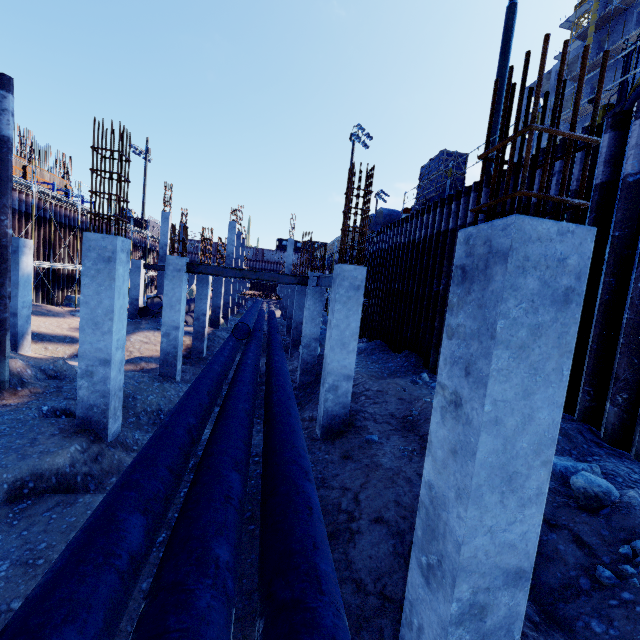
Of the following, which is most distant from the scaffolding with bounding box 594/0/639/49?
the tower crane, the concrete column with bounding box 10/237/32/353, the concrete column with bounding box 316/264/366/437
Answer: the concrete column with bounding box 10/237/32/353

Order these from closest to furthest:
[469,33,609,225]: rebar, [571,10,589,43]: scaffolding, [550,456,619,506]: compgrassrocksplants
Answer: [469,33,609,225]: rebar
[550,456,619,506]: compgrassrocksplants
[571,10,589,43]: scaffolding

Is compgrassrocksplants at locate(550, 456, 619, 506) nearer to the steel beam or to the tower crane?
the steel beam

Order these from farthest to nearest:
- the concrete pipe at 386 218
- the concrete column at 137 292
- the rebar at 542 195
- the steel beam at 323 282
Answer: the concrete column at 137 292, the concrete pipe at 386 218, the steel beam at 323 282, the rebar at 542 195

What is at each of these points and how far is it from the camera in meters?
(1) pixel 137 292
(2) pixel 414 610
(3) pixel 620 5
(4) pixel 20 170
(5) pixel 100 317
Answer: (1) concrete column, 20.2
(2) concrete column, 2.7
(3) scaffolding, 28.0
(4) rebar, 23.8
(5) concrete column, 6.3

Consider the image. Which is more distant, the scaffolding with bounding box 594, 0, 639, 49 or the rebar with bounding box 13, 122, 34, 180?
the scaffolding with bounding box 594, 0, 639, 49

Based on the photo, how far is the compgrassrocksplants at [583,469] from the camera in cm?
371

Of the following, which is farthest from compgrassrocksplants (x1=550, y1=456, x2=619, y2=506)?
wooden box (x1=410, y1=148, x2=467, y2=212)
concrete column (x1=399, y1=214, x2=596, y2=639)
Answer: wooden box (x1=410, y1=148, x2=467, y2=212)
